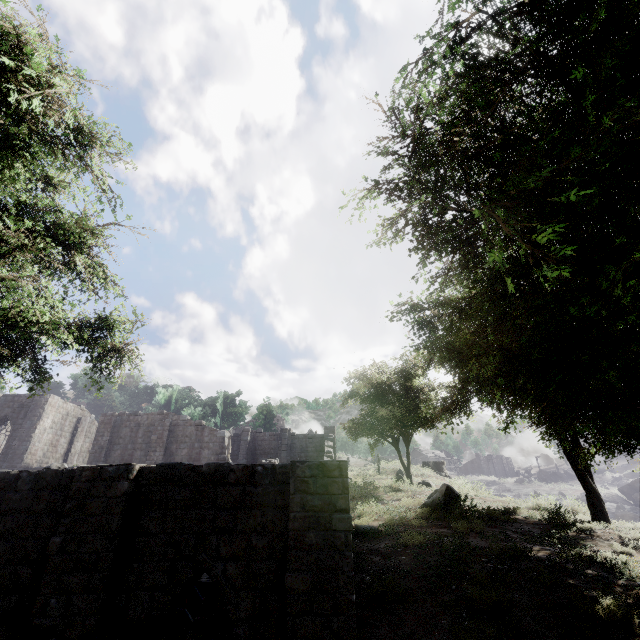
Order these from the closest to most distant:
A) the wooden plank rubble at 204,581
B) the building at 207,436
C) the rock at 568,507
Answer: the building at 207,436 < the wooden plank rubble at 204,581 < the rock at 568,507

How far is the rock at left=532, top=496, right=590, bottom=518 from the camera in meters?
13.4 m

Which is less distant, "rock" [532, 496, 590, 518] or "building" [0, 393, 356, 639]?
"building" [0, 393, 356, 639]

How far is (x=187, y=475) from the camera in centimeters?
757cm

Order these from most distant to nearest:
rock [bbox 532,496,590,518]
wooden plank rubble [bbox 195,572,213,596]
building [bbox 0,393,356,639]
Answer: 1. rock [bbox 532,496,590,518]
2. wooden plank rubble [bbox 195,572,213,596]
3. building [bbox 0,393,356,639]

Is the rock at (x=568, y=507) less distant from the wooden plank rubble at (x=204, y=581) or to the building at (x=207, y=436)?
the building at (x=207, y=436)

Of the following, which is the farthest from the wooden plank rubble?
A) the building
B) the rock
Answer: the rock

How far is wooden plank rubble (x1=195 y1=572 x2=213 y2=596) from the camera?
7.6m
